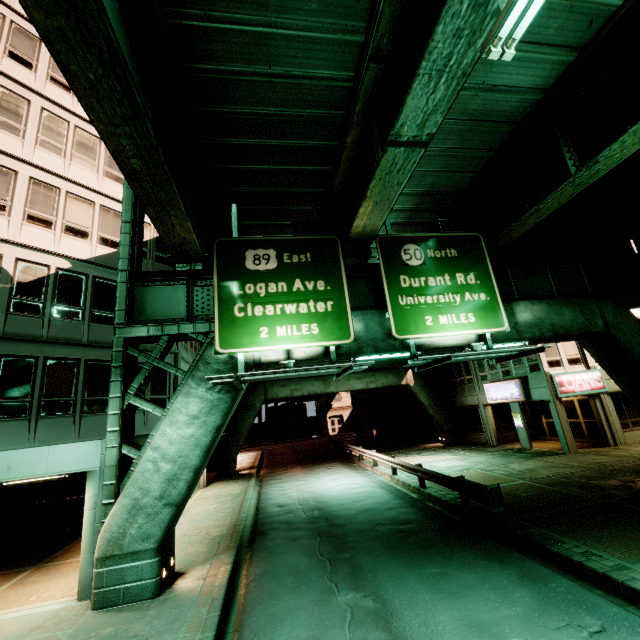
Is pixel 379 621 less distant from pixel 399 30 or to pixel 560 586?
pixel 560 586

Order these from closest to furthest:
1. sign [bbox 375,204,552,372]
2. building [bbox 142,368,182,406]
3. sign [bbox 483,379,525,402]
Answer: sign [bbox 375,204,552,372], building [bbox 142,368,182,406], sign [bbox 483,379,525,402]

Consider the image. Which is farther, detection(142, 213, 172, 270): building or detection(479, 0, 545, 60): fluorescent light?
detection(142, 213, 172, 270): building

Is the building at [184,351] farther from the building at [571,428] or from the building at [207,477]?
the building at [571,428]

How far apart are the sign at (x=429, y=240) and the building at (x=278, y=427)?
49.6 meters

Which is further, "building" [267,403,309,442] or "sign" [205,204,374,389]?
"building" [267,403,309,442]

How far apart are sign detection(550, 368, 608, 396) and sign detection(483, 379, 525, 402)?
1.7m

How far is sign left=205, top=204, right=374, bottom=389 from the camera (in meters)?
9.20
